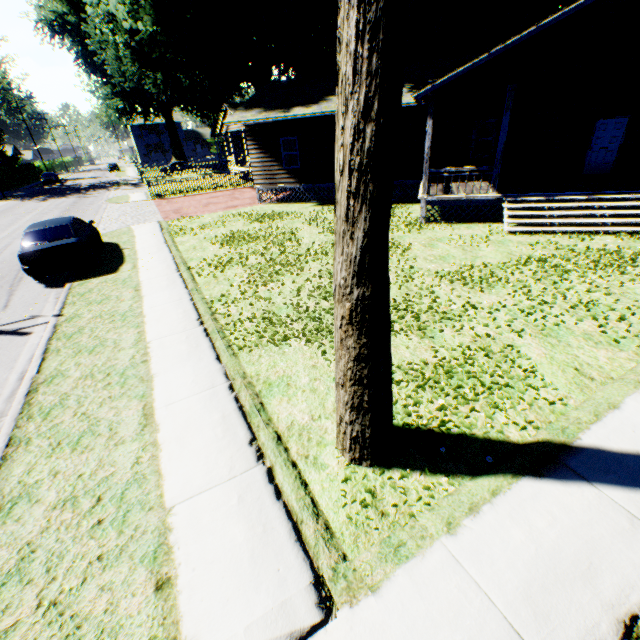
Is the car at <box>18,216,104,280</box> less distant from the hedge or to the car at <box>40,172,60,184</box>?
the hedge

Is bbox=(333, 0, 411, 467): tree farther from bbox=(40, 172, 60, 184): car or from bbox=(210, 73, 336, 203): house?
bbox=(40, 172, 60, 184): car

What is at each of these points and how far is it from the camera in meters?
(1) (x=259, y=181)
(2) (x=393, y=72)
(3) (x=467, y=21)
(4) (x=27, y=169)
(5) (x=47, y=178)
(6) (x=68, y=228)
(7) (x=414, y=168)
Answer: (1) house, 19.6 m
(2) tree, 2.1 m
(3) plant, 23.8 m
(4) hedge, 53.9 m
(5) car, 47.5 m
(6) car, 10.8 m
(7) house, 16.8 m

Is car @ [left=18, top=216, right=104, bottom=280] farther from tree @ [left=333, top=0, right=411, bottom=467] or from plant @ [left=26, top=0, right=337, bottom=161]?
plant @ [left=26, top=0, right=337, bottom=161]

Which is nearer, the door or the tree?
the tree

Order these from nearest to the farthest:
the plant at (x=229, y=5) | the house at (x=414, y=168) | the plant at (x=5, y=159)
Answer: the house at (x=414, y=168) → the plant at (x=229, y=5) → the plant at (x=5, y=159)

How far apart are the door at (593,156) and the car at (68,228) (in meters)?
20.93

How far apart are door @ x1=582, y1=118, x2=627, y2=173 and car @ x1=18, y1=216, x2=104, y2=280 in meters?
20.9
